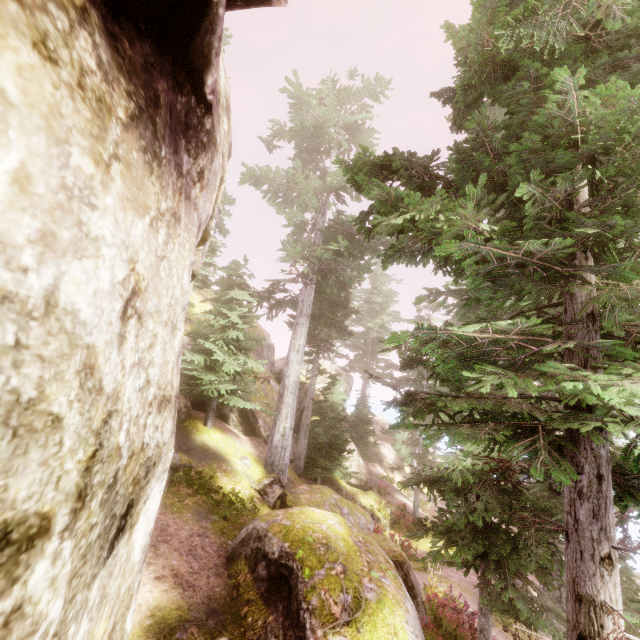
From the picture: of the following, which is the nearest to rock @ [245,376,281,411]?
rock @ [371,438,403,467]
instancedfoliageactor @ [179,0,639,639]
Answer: instancedfoliageactor @ [179,0,639,639]

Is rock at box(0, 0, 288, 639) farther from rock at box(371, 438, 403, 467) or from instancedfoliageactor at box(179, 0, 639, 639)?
rock at box(371, 438, 403, 467)

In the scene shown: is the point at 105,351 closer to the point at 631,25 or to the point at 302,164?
Result: the point at 631,25

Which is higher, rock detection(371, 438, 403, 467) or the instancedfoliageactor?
the instancedfoliageactor

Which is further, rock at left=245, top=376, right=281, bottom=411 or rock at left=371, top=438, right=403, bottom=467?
rock at left=371, top=438, right=403, bottom=467

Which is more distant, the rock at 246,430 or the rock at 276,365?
the rock at 276,365

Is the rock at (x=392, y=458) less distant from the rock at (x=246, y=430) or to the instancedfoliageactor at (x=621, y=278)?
the instancedfoliageactor at (x=621, y=278)
